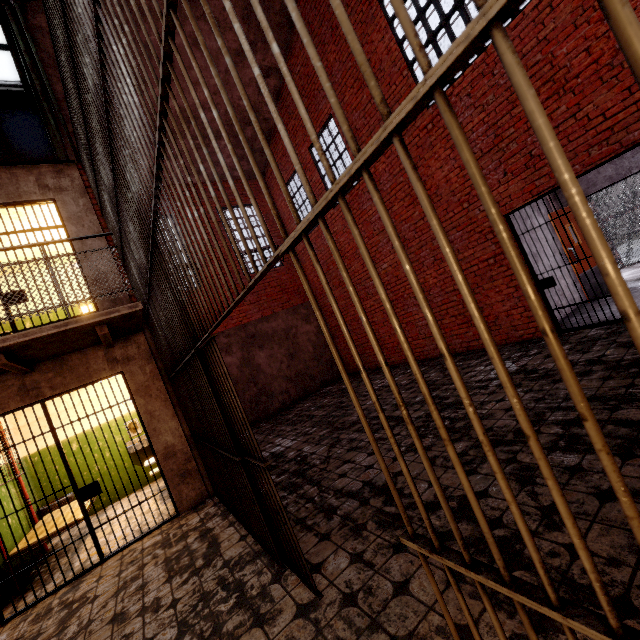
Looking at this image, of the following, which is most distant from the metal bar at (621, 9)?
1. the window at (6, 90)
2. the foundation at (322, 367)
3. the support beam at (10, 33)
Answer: the foundation at (322, 367)

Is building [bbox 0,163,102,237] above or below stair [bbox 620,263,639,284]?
above

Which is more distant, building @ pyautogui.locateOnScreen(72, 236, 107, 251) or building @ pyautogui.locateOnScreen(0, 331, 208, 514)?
building @ pyautogui.locateOnScreen(72, 236, 107, 251)

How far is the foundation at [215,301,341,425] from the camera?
9.84m

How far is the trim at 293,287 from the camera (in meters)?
10.28

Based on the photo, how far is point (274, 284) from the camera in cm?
1117

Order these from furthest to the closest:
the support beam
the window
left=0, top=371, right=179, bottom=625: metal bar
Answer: the window, the support beam, left=0, top=371, right=179, bottom=625: metal bar

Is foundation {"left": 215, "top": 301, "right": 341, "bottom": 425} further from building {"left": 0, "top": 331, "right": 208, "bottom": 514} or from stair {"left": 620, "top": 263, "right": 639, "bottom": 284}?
stair {"left": 620, "top": 263, "right": 639, "bottom": 284}
